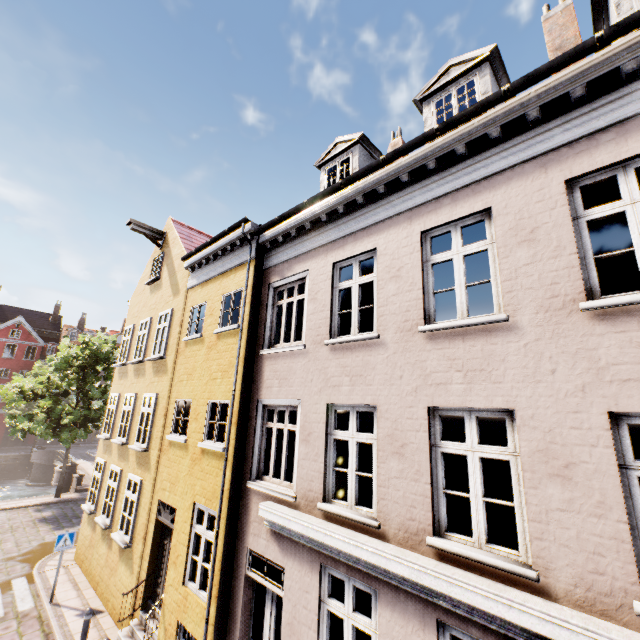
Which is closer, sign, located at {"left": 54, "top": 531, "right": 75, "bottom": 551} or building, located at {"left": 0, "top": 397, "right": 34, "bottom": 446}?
sign, located at {"left": 54, "top": 531, "right": 75, "bottom": 551}

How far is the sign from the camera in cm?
1023

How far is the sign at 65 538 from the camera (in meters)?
10.23

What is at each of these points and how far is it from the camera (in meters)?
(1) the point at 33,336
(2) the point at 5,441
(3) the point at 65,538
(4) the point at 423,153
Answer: (1) building, 42.78
(2) building, 39.59
(3) sign, 10.40
(4) building, 5.53

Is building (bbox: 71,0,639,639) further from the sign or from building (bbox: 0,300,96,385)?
building (bbox: 0,300,96,385)

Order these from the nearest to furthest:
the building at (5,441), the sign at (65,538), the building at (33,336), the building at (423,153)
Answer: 1. the building at (423,153)
2. the sign at (65,538)
3. the building at (5,441)
4. the building at (33,336)

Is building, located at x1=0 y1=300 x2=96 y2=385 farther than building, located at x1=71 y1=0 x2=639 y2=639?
Yes
